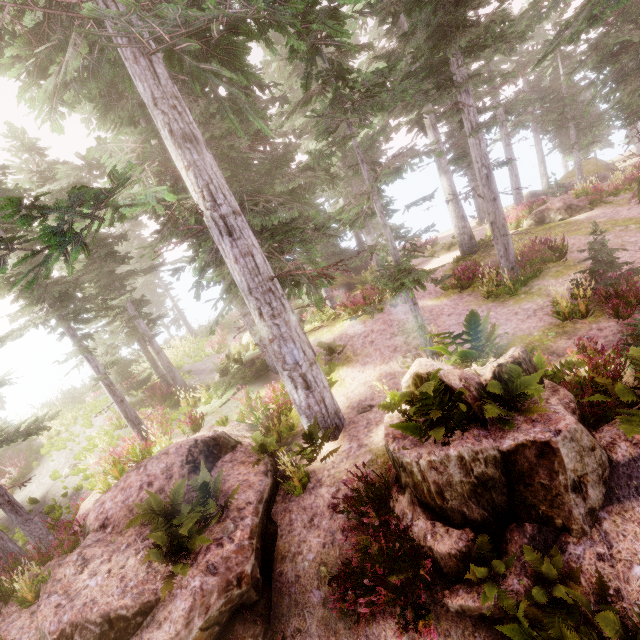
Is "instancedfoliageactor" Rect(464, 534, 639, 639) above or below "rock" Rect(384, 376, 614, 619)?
below

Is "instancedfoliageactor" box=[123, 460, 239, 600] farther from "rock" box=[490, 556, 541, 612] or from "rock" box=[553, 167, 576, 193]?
"rock" box=[553, 167, 576, 193]

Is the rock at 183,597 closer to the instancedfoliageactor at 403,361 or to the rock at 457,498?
the instancedfoliageactor at 403,361

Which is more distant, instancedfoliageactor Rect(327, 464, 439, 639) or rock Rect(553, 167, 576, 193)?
rock Rect(553, 167, 576, 193)

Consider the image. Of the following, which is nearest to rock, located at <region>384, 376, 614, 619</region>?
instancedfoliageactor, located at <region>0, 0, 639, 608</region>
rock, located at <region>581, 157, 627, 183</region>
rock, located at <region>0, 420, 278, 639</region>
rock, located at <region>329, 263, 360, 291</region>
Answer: instancedfoliageactor, located at <region>0, 0, 639, 608</region>

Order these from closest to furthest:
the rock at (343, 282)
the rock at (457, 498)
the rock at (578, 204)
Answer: the rock at (457, 498)
the rock at (578, 204)
the rock at (343, 282)

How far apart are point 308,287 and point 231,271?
3.05m
